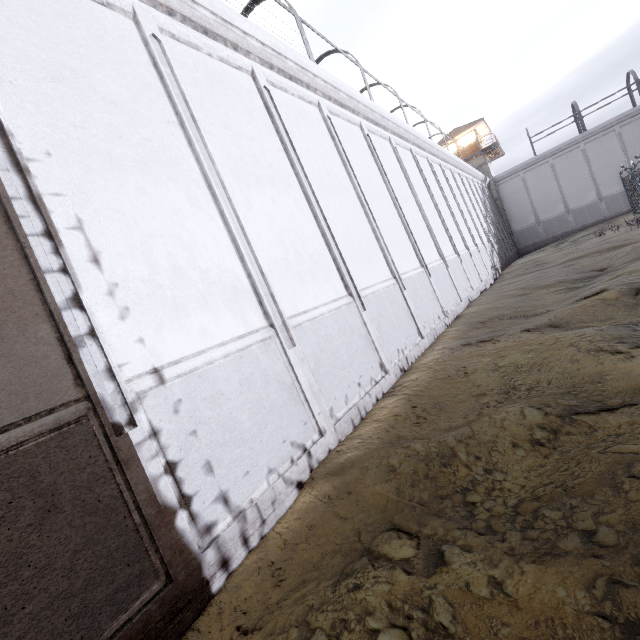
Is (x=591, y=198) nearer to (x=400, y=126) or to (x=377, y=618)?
(x=400, y=126)

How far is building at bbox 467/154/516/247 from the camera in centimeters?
3412cm

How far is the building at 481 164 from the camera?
34.1 meters

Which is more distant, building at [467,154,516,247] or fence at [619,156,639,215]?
building at [467,154,516,247]

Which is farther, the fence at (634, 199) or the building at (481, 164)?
the building at (481, 164)

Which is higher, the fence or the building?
the building
